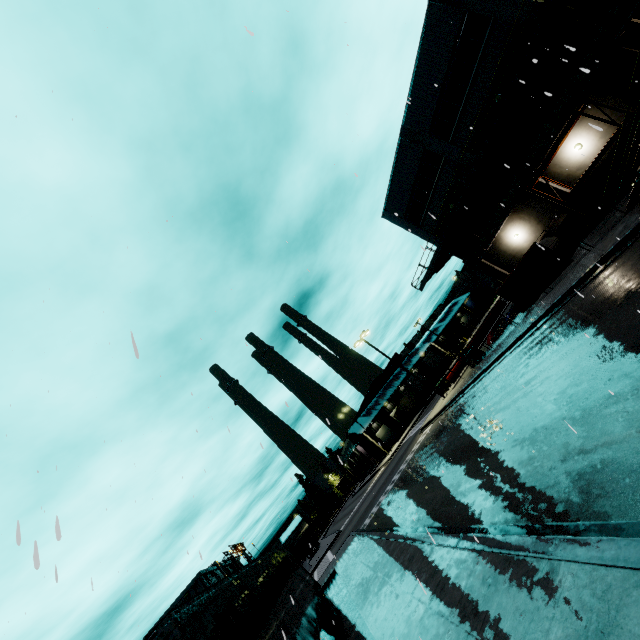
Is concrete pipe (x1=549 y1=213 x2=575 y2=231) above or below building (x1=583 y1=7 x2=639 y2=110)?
below

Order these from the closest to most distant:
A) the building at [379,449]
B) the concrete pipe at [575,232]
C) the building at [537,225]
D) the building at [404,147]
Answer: the building at [404,147] < the concrete pipe at [575,232] < the building at [537,225] < the building at [379,449]

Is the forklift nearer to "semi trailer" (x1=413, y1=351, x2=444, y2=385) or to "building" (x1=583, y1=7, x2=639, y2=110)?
"semi trailer" (x1=413, y1=351, x2=444, y2=385)

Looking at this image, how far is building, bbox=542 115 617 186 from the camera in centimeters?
1817cm

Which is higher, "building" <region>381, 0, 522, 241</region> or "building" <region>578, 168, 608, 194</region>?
"building" <region>381, 0, 522, 241</region>

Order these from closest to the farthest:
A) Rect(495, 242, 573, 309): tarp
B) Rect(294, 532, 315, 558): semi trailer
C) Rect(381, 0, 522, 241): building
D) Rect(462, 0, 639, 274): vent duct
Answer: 1. Rect(462, 0, 639, 274): vent duct
2. Rect(495, 242, 573, 309): tarp
3. Rect(381, 0, 522, 241): building
4. Rect(294, 532, 315, 558): semi trailer

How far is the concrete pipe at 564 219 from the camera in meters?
20.7

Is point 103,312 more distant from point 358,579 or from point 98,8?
point 358,579
